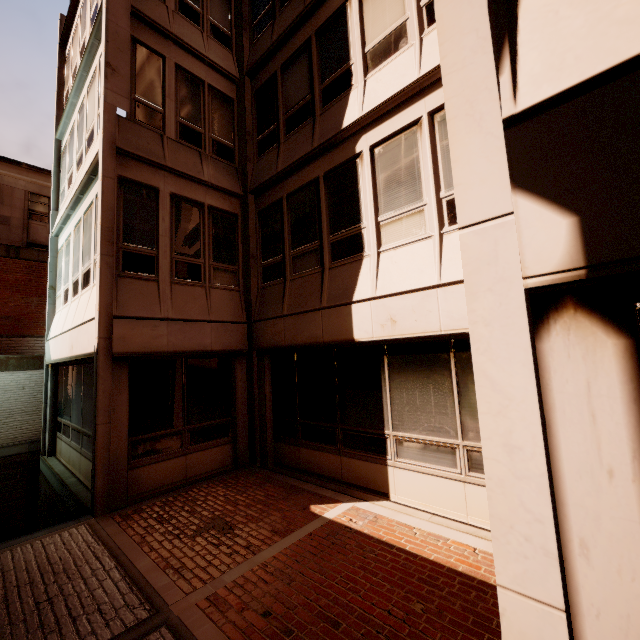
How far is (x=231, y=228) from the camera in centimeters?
913cm
